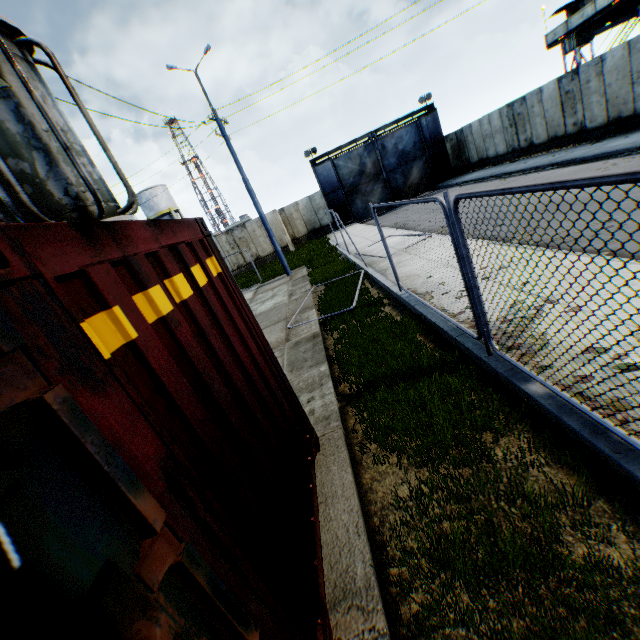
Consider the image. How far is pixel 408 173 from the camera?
27.64m

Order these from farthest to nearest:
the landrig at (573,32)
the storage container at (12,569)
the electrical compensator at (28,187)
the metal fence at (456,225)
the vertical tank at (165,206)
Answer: the vertical tank at (165,206)
the landrig at (573,32)
the electrical compensator at (28,187)
the metal fence at (456,225)
the storage container at (12,569)

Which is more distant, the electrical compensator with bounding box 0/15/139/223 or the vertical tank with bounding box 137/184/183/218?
the vertical tank with bounding box 137/184/183/218

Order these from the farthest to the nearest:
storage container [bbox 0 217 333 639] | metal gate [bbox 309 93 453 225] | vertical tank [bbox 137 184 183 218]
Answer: vertical tank [bbox 137 184 183 218] < metal gate [bbox 309 93 453 225] < storage container [bbox 0 217 333 639]

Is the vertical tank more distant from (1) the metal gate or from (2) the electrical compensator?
(2) the electrical compensator

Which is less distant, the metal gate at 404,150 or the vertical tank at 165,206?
the metal gate at 404,150

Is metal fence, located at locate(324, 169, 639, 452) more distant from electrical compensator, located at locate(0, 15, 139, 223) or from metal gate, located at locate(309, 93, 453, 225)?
metal gate, located at locate(309, 93, 453, 225)

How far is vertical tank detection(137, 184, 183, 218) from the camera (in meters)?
39.28
